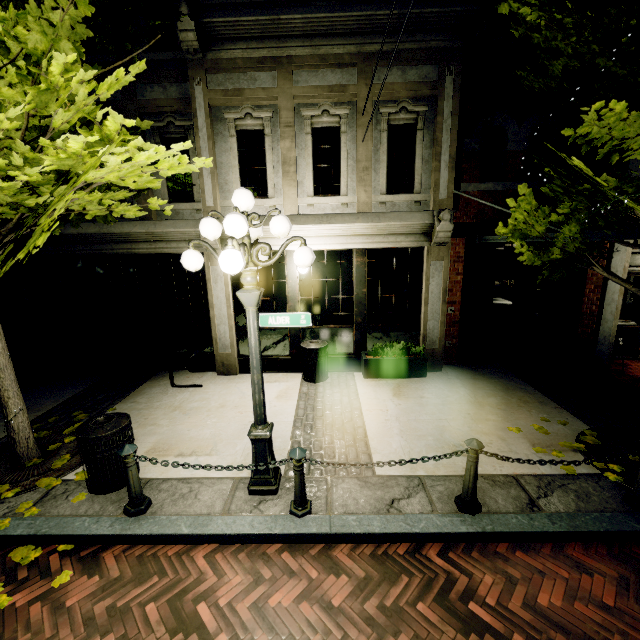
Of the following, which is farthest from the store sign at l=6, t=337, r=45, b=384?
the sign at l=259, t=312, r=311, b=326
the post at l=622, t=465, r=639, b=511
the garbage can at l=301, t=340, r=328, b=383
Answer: the post at l=622, t=465, r=639, b=511

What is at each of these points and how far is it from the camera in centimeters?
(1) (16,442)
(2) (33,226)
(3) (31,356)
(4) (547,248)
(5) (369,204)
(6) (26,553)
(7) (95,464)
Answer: (1) tree, 473cm
(2) tree, 294cm
(3) store sign, 802cm
(4) tree, 545cm
(5) building, 693cm
(6) leaves, 353cm
(7) garbage can, 405cm

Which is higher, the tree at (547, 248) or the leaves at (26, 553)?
the tree at (547, 248)

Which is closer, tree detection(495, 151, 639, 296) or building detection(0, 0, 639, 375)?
tree detection(495, 151, 639, 296)

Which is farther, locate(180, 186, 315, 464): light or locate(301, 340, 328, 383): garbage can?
locate(301, 340, 328, 383): garbage can

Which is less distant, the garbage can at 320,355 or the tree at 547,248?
the tree at 547,248

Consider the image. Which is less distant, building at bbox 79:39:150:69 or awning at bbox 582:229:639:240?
awning at bbox 582:229:639:240

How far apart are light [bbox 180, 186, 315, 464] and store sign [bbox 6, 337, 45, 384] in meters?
7.0
